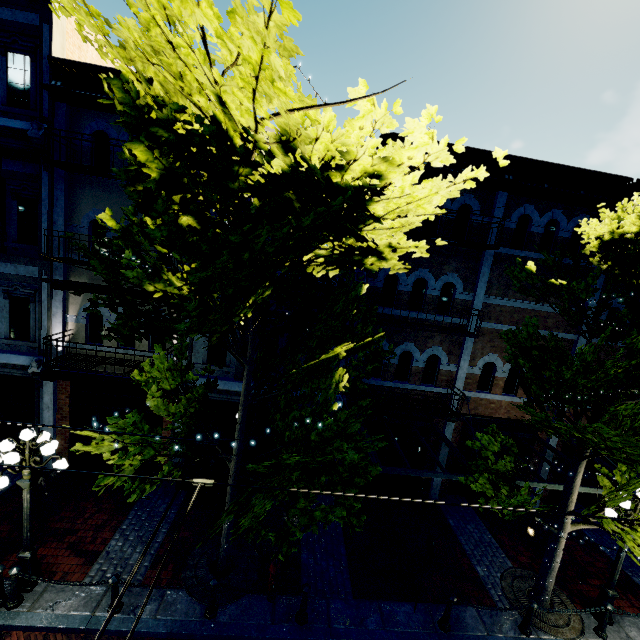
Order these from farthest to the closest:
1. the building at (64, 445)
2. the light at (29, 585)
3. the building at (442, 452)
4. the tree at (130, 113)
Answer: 1. the building at (442, 452)
2. the building at (64, 445)
3. the light at (29, 585)
4. the tree at (130, 113)

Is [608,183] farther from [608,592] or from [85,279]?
[85,279]

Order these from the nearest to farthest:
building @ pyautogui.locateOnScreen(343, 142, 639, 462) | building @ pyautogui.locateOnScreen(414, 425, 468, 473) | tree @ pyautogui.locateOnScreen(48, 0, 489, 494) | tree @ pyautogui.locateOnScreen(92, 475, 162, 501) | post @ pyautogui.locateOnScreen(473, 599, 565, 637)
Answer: tree @ pyautogui.locateOnScreen(48, 0, 489, 494) < tree @ pyautogui.locateOnScreen(92, 475, 162, 501) < post @ pyautogui.locateOnScreen(473, 599, 565, 637) < building @ pyautogui.locateOnScreen(343, 142, 639, 462) < building @ pyautogui.locateOnScreen(414, 425, 468, 473)

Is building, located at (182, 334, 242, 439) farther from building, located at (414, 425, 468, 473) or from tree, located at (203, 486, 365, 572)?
A: building, located at (414, 425, 468, 473)

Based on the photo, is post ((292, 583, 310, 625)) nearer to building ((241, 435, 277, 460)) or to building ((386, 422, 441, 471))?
building ((241, 435, 277, 460))

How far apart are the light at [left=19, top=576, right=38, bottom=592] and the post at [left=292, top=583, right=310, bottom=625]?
5.6 meters

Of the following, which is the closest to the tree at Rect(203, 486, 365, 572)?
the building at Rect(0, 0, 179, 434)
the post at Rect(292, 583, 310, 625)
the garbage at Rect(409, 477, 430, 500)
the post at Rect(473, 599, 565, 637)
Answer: the building at Rect(0, 0, 179, 434)

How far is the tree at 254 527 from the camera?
4.90m
